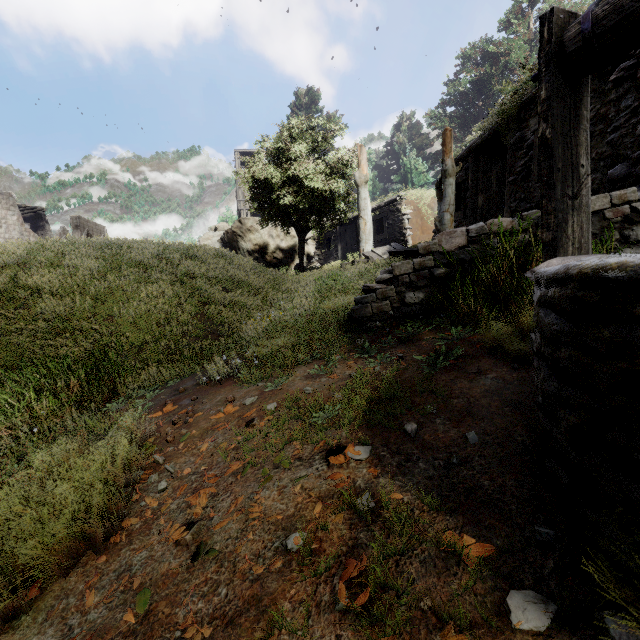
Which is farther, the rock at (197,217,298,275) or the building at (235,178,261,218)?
the building at (235,178,261,218)

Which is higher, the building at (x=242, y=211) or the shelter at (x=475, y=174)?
the building at (x=242, y=211)

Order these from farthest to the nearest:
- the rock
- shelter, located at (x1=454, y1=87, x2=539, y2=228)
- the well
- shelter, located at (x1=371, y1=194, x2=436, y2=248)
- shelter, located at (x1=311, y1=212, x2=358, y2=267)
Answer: the rock < shelter, located at (x1=311, y1=212, x2=358, y2=267) < shelter, located at (x1=371, y1=194, x2=436, y2=248) < shelter, located at (x1=454, y1=87, x2=539, y2=228) < the well

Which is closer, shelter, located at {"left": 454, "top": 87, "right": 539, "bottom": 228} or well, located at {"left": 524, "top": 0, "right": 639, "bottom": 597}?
well, located at {"left": 524, "top": 0, "right": 639, "bottom": 597}

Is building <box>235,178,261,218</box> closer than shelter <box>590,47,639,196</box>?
No

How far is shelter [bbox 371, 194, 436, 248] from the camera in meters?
16.0

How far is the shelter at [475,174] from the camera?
5.54m

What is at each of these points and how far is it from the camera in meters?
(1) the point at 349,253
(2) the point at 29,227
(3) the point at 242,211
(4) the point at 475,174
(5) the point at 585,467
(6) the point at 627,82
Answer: (1) shelter, 21.2 m
(2) building, 29.5 m
(3) building, 33.5 m
(4) shelter, 8.8 m
(5) well, 1.0 m
(6) shelter, 3.5 m
